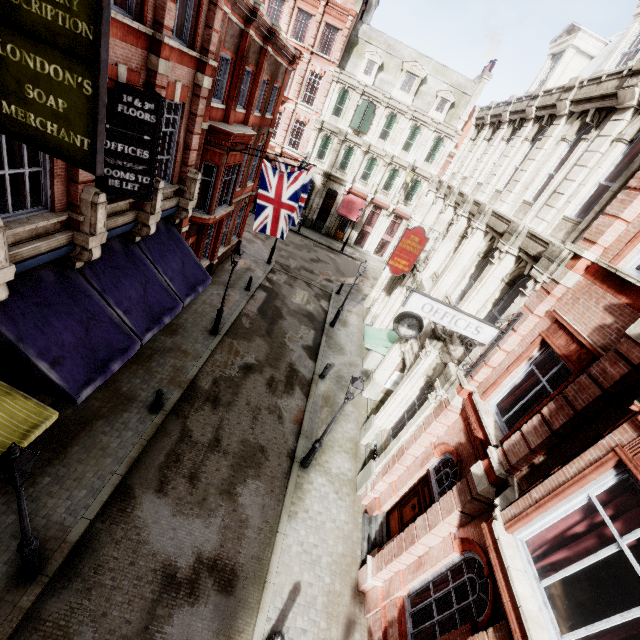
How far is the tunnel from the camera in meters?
15.7 m

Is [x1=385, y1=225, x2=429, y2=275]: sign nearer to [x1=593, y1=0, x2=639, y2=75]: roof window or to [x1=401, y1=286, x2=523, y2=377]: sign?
[x1=593, y1=0, x2=639, y2=75]: roof window

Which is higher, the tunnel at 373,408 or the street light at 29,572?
the street light at 29,572

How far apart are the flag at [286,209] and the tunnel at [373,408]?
8.6 meters

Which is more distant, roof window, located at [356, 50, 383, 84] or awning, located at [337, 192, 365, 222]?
awning, located at [337, 192, 365, 222]

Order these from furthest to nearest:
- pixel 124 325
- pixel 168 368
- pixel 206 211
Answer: pixel 206 211 → pixel 168 368 → pixel 124 325

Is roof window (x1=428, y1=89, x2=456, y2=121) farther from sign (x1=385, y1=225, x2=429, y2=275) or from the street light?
the street light

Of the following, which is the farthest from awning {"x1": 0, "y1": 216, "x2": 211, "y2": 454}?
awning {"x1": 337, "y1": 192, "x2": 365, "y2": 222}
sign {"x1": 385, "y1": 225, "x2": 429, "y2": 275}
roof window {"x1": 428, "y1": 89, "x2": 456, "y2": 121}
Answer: roof window {"x1": 428, "y1": 89, "x2": 456, "y2": 121}
